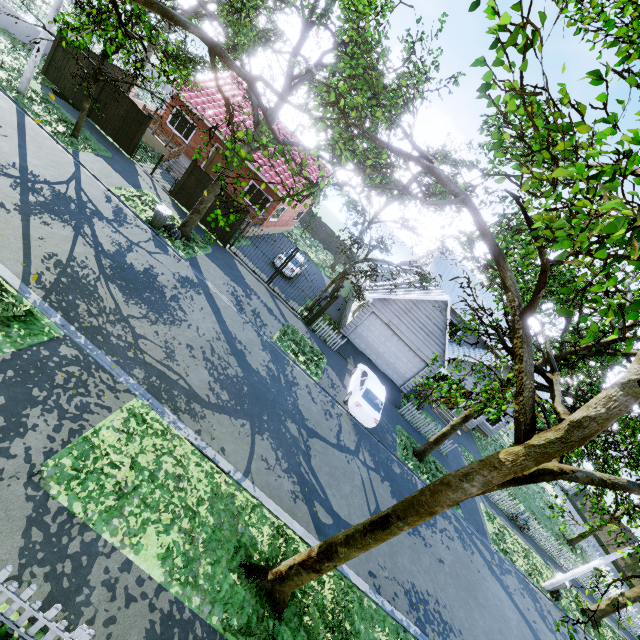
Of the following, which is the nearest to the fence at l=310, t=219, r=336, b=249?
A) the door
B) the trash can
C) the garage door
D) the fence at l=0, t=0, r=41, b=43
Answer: the fence at l=0, t=0, r=41, b=43

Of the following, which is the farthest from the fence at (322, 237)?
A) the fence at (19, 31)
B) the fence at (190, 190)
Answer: the fence at (190, 190)

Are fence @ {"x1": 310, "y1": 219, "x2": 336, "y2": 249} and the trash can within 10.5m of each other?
no

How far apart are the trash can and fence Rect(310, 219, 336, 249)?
26.5m

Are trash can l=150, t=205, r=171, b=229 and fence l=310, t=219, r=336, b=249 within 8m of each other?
no

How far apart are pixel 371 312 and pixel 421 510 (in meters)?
15.15

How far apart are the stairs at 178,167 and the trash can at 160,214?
6.28m

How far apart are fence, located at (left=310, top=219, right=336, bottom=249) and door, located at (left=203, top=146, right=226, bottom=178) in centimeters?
1792cm
